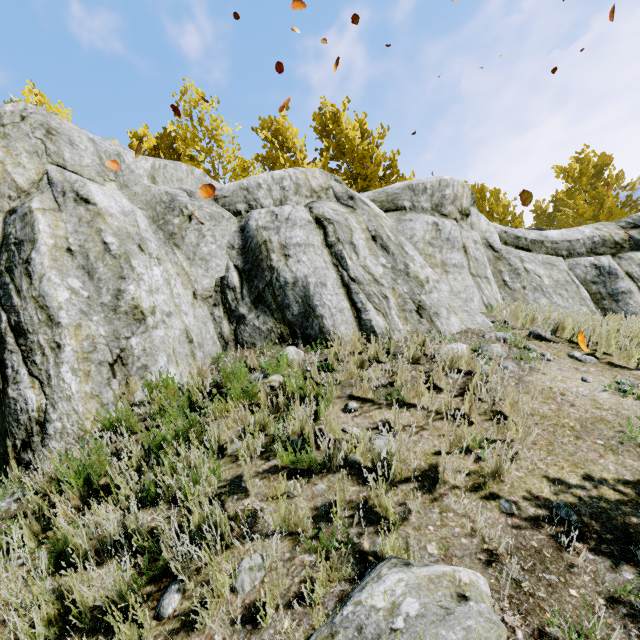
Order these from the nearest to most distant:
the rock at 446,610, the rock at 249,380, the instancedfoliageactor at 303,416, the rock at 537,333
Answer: the rock at 446,610
the instancedfoliageactor at 303,416
the rock at 249,380
the rock at 537,333

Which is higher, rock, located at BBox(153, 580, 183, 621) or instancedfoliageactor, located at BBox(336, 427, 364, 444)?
instancedfoliageactor, located at BBox(336, 427, 364, 444)

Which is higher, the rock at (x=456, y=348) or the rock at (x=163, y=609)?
the rock at (x=456, y=348)

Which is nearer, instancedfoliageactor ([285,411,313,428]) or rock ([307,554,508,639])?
rock ([307,554,508,639])

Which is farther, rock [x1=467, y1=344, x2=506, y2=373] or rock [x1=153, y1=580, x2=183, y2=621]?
rock [x1=467, y1=344, x2=506, y2=373]

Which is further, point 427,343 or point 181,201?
point 181,201

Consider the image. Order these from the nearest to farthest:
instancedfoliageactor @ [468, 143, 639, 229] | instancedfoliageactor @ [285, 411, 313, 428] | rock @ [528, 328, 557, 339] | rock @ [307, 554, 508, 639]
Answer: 1. rock @ [307, 554, 508, 639]
2. instancedfoliageactor @ [285, 411, 313, 428]
3. rock @ [528, 328, 557, 339]
4. instancedfoliageactor @ [468, 143, 639, 229]
